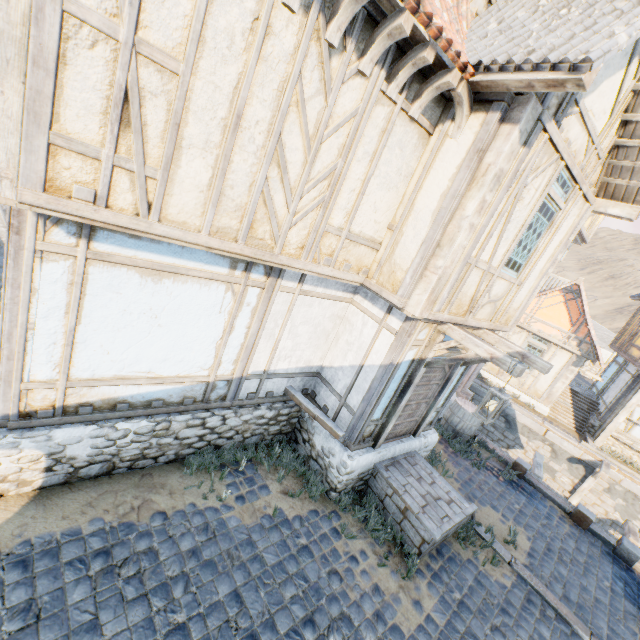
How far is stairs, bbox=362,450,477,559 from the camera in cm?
568

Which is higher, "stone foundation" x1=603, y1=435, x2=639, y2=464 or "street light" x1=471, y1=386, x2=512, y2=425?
"street light" x1=471, y1=386, x2=512, y2=425

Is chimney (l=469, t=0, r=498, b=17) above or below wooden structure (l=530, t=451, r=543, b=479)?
above

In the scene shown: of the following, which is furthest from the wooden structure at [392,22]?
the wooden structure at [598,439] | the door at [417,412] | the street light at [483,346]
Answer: the wooden structure at [598,439]

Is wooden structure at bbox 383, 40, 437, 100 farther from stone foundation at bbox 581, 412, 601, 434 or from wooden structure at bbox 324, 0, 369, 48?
stone foundation at bbox 581, 412, 601, 434

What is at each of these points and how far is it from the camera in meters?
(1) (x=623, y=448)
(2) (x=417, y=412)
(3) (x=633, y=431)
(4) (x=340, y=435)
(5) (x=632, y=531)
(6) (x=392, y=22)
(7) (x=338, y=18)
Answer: (1) stone foundation, 14.4
(2) door, 7.0
(3) building, 14.2
(4) stairs, 5.7
(5) wooden structure, 9.3
(6) wooden structure, 3.3
(7) wooden structure, 3.2

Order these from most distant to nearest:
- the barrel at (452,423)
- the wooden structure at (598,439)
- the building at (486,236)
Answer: the wooden structure at (598,439), the barrel at (452,423), the building at (486,236)

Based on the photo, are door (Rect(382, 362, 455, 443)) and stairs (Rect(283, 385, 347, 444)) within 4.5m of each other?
yes
